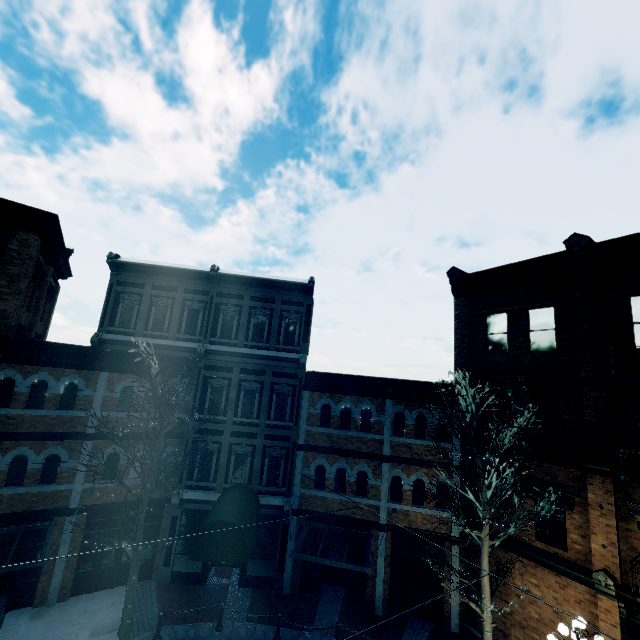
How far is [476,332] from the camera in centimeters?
1533cm

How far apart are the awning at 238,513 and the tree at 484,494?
7.0m

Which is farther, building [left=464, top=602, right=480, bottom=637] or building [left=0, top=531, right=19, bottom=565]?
building [left=464, top=602, right=480, bottom=637]

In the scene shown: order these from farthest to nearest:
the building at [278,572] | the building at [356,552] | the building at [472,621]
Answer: the building at [356,552]
the building at [278,572]
the building at [472,621]

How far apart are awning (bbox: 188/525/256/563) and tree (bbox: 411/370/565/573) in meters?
7.0

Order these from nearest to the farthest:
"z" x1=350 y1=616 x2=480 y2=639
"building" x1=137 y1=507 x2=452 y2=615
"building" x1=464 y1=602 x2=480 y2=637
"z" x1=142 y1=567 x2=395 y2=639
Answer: "z" x1=142 y1=567 x2=395 y2=639 < "z" x1=350 y1=616 x2=480 y2=639 < "building" x1=464 y1=602 x2=480 y2=637 < "building" x1=137 y1=507 x2=452 y2=615

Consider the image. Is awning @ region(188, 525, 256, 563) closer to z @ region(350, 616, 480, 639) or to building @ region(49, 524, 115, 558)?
building @ region(49, 524, 115, 558)

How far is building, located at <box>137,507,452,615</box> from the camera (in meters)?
13.58
